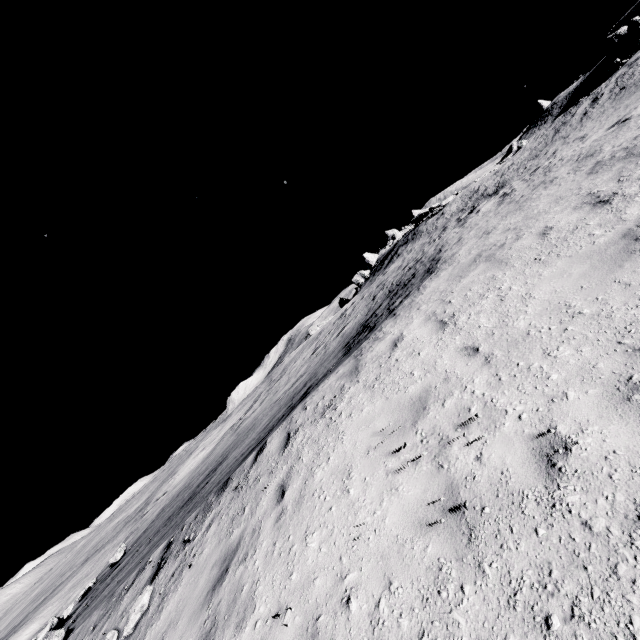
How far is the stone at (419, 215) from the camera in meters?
31.7 m

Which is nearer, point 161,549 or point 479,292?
point 479,292

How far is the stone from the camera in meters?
31.7
